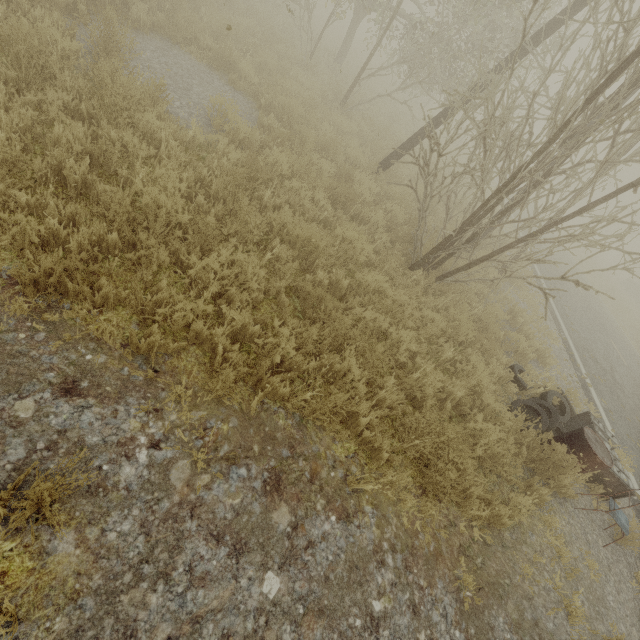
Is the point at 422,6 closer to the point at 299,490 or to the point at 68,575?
the point at 299,490

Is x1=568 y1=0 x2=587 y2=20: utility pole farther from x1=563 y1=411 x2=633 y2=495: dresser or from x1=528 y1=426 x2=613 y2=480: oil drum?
x1=528 y1=426 x2=613 y2=480: oil drum

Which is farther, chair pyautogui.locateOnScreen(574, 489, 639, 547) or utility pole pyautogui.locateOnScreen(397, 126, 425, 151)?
utility pole pyautogui.locateOnScreen(397, 126, 425, 151)

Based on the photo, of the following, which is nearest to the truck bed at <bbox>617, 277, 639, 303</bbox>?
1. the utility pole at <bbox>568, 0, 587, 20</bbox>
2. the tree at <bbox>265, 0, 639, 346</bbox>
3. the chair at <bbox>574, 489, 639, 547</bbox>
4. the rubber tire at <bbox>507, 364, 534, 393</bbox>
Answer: the tree at <bbox>265, 0, 639, 346</bbox>

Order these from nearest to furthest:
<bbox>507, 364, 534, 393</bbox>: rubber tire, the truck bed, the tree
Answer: the tree < <bbox>507, 364, 534, 393</bbox>: rubber tire < the truck bed

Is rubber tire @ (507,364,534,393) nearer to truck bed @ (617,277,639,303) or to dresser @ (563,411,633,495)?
dresser @ (563,411,633,495)

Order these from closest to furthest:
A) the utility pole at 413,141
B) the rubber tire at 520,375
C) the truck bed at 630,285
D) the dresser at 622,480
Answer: the dresser at 622,480
the rubber tire at 520,375
the utility pole at 413,141
the truck bed at 630,285

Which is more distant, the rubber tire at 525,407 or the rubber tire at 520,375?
the rubber tire at 520,375
